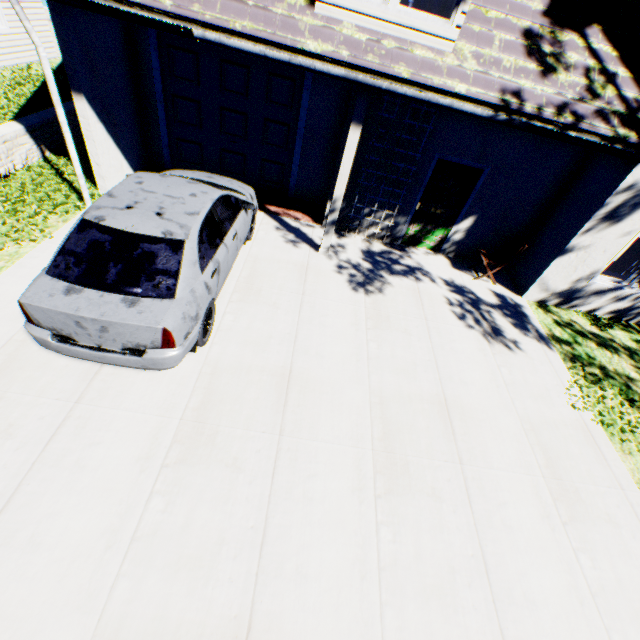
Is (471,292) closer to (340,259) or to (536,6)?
(340,259)

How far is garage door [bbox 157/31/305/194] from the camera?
7.0 meters

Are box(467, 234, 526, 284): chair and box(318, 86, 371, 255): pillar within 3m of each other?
no

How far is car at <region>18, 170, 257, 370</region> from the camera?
3.6m

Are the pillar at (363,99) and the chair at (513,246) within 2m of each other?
no

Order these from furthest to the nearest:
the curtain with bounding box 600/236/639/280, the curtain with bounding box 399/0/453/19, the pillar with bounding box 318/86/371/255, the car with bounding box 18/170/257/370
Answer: the curtain with bounding box 600/236/639/280, the pillar with bounding box 318/86/371/255, the curtain with bounding box 399/0/453/19, the car with bounding box 18/170/257/370

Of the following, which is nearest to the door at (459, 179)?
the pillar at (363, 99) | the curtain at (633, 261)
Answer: the pillar at (363, 99)

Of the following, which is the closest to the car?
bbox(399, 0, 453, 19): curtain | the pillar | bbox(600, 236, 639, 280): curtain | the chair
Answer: the pillar
